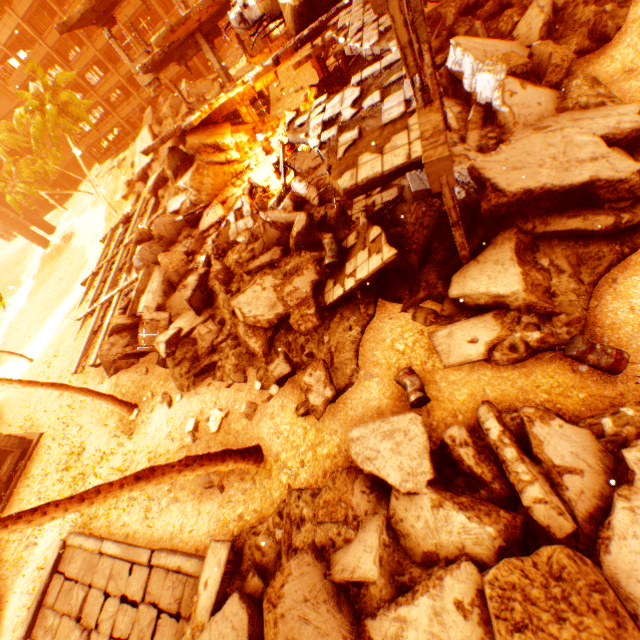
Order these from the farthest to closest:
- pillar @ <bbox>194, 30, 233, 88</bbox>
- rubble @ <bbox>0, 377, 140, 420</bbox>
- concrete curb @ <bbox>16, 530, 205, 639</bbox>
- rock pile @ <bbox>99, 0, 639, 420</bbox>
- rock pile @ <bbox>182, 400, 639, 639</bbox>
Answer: pillar @ <bbox>194, 30, 233, 88</bbox>, rubble @ <bbox>0, 377, 140, 420</bbox>, concrete curb @ <bbox>16, 530, 205, 639</bbox>, rock pile @ <bbox>99, 0, 639, 420</bbox>, rock pile @ <bbox>182, 400, 639, 639</bbox>

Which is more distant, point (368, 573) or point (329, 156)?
point (329, 156)

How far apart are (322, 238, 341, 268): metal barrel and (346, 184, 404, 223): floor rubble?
1.2m

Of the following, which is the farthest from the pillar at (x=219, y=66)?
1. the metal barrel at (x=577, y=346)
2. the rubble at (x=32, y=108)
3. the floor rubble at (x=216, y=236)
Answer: the metal barrel at (x=577, y=346)

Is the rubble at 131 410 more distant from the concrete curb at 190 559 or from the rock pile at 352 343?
the concrete curb at 190 559

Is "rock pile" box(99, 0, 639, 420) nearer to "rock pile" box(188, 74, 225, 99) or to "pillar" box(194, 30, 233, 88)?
"pillar" box(194, 30, 233, 88)

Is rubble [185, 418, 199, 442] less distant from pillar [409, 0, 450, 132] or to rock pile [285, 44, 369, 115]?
rock pile [285, 44, 369, 115]

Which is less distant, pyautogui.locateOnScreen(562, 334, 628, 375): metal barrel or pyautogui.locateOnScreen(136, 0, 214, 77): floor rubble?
pyautogui.locateOnScreen(562, 334, 628, 375): metal barrel
